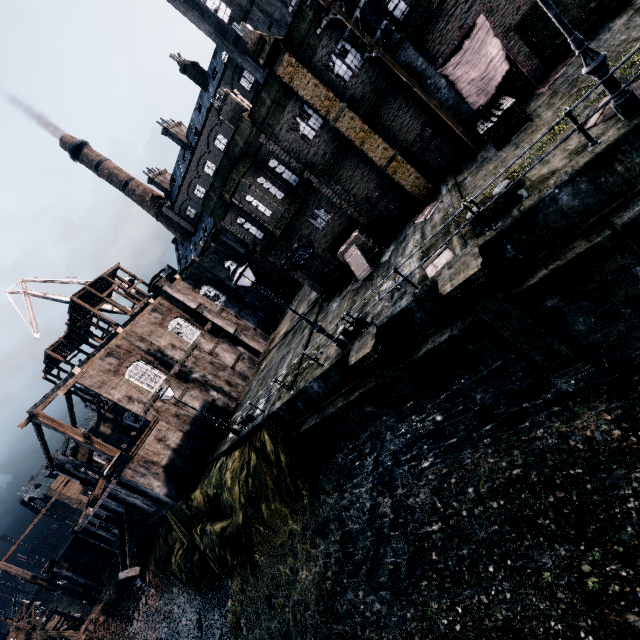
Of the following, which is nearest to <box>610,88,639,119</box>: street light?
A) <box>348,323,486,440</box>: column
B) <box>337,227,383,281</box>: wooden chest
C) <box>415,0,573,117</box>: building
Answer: <box>415,0,573,117</box>: building

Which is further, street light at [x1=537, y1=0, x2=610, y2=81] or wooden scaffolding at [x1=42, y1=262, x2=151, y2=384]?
wooden scaffolding at [x1=42, y1=262, x2=151, y2=384]

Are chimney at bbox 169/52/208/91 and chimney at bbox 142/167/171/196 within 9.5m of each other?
no

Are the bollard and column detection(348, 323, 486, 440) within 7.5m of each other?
yes

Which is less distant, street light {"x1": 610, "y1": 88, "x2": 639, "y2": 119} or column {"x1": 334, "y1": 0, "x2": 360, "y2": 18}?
street light {"x1": 610, "y1": 88, "x2": 639, "y2": 119}

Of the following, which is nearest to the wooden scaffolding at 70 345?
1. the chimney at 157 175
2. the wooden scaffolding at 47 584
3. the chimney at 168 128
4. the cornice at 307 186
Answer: the wooden scaffolding at 47 584

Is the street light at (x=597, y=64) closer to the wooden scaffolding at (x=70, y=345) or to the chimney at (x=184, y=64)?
the wooden scaffolding at (x=70, y=345)

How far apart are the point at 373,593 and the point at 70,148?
74.1m
